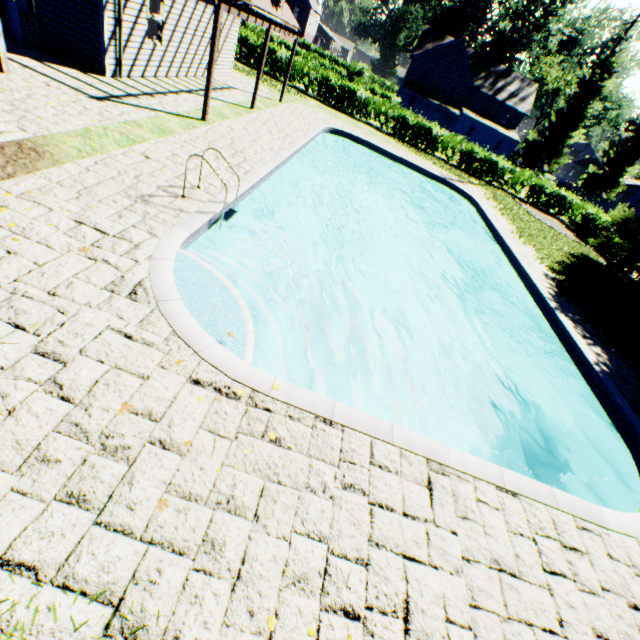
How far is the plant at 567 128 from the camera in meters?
40.1 m

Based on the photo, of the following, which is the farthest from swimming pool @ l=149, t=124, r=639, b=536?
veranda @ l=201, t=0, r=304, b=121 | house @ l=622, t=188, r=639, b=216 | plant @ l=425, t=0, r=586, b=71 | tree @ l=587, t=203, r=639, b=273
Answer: house @ l=622, t=188, r=639, b=216

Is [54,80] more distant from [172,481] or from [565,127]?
[565,127]

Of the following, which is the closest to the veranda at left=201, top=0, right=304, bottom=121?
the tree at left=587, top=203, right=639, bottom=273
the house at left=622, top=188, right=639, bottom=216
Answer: the tree at left=587, top=203, right=639, bottom=273

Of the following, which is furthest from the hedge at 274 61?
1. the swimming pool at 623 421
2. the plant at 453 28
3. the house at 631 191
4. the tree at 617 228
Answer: the house at 631 191

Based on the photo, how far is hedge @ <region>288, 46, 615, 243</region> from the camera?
24.28m

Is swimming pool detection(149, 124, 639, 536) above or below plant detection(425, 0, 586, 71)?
below
